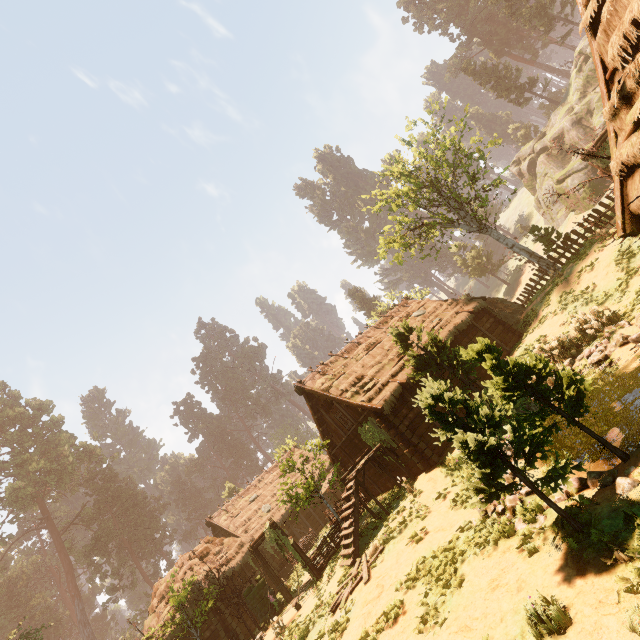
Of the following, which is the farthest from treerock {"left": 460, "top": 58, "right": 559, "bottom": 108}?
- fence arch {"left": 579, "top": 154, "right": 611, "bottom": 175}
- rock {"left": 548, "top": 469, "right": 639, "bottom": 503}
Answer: fence arch {"left": 579, "top": 154, "right": 611, "bottom": 175}

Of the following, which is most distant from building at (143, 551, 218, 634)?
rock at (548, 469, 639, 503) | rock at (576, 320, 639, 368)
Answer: rock at (576, 320, 639, 368)

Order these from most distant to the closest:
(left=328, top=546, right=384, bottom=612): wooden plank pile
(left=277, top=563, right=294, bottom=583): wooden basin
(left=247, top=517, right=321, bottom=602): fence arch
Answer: (left=277, top=563, right=294, bottom=583): wooden basin
(left=247, top=517, right=321, bottom=602): fence arch
(left=328, top=546, right=384, bottom=612): wooden plank pile

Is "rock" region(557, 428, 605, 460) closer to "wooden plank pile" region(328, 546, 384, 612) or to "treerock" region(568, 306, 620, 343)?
"treerock" region(568, 306, 620, 343)

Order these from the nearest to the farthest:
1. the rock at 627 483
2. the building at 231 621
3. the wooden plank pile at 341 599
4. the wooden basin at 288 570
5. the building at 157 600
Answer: the rock at 627 483
the wooden plank pile at 341 599
the building at 231 621
the building at 157 600
the wooden basin at 288 570

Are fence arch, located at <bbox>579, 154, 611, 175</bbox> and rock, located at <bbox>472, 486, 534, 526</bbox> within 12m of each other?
no

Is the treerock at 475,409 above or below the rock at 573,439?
above

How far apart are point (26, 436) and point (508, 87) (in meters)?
92.81
